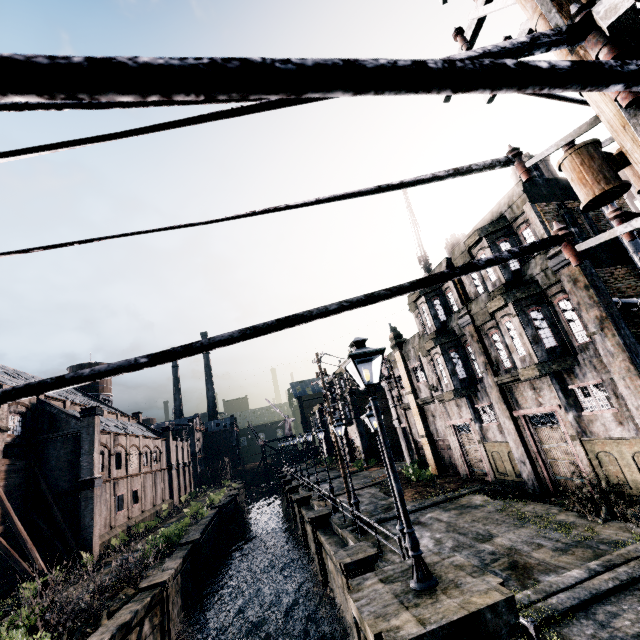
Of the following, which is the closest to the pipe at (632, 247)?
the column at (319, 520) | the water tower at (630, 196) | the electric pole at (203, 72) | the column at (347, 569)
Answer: the electric pole at (203, 72)

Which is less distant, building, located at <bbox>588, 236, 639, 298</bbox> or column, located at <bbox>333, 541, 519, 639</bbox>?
column, located at <bbox>333, 541, 519, 639</bbox>

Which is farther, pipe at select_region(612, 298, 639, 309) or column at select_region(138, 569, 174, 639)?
column at select_region(138, 569, 174, 639)

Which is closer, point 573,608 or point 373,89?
point 373,89

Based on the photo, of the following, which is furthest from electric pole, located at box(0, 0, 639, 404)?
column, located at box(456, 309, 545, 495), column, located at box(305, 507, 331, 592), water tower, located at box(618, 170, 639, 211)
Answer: column, located at box(305, 507, 331, 592)

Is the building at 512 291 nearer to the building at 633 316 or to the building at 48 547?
the building at 633 316

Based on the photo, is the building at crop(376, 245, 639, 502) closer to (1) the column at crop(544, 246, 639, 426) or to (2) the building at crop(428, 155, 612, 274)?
(2) the building at crop(428, 155, 612, 274)

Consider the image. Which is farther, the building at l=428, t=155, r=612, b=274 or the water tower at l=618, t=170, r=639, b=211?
the water tower at l=618, t=170, r=639, b=211
